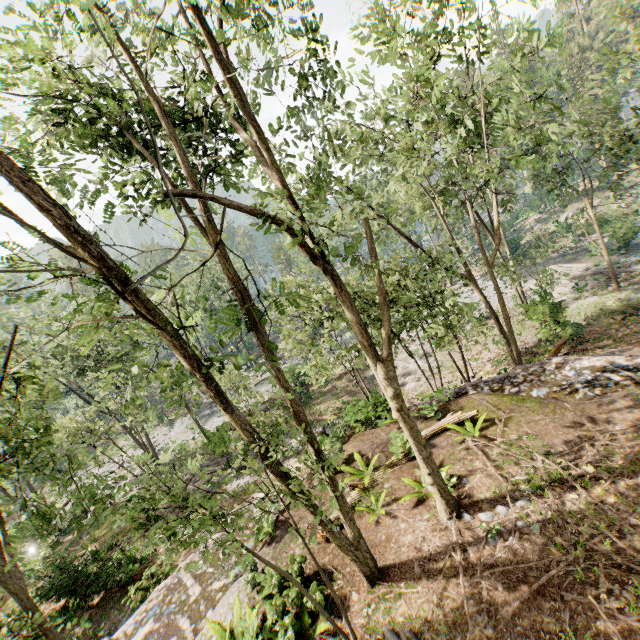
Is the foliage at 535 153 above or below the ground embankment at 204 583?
above

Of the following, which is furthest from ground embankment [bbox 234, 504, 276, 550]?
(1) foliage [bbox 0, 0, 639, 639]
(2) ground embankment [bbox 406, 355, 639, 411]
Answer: (2) ground embankment [bbox 406, 355, 639, 411]

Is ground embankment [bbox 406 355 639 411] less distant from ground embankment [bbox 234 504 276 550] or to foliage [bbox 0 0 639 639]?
foliage [bbox 0 0 639 639]

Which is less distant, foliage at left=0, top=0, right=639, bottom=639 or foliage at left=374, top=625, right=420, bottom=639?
foliage at left=0, top=0, right=639, bottom=639

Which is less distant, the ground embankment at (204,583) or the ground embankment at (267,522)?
the ground embankment at (204,583)

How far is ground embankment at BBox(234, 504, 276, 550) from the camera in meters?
10.8 m

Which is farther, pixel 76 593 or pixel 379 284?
pixel 76 593

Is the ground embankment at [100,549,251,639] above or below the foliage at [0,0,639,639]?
below
